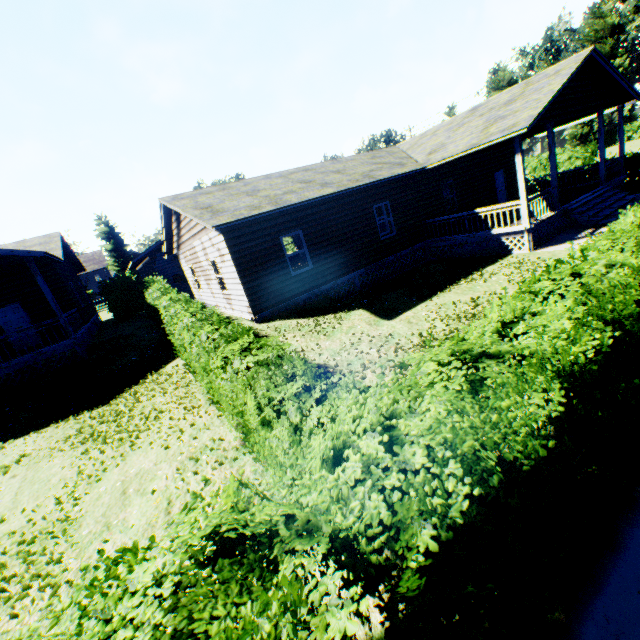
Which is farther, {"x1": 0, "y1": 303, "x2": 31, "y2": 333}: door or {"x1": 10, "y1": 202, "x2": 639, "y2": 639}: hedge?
{"x1": 0, "y1": 303, "x2": 31, "y2": 333}: door

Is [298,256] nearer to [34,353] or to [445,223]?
[445,223]

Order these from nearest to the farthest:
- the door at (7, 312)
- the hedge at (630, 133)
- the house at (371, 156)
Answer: the house at (371, 156) < the door at (7, 312) < the hedge at (630, 133)

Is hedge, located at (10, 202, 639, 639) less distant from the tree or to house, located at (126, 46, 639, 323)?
house, located at (126, 46, 639, 323)

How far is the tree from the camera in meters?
44.8

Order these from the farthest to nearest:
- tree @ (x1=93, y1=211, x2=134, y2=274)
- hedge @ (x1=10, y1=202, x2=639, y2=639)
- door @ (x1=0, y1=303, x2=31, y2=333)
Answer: tree @ (x1=93, y1=211, x2=134, y2=274) → door @ (x1=0, y1=303, x2=31, y2=333) → hedge @ (x1=10, y1=202, x2=639, y2=639)

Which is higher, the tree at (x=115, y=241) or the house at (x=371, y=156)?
the tree at (x=115, y=241)

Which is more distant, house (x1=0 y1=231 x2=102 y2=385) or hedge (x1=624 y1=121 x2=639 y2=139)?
hedge (x1=624 y1=121 x2=639 y2=139)
